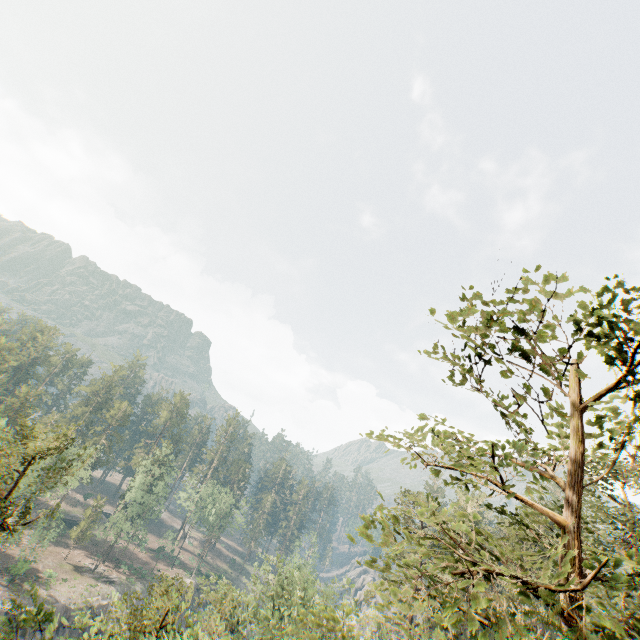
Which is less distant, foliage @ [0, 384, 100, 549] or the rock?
foliage @ [0, 384, 100, 549]

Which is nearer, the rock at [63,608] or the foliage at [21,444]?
the foliage at [21,444]

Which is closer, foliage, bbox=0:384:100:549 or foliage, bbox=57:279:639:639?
foliage, bbox=57:279:639:639

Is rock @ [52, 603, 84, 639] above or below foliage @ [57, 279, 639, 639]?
below

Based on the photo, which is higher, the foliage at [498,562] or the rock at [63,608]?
the foliage at [498,562]

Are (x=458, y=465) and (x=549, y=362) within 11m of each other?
yes

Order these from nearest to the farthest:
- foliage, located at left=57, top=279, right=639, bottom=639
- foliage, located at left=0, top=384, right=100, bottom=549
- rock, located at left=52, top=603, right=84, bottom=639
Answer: foliage, located at left=57, top=279, right=639, bottom=639 → foliage, located at left=0, top=384, right=100, bottom=549 → rock, located at left=52, top=603, right=84, bottom=639
